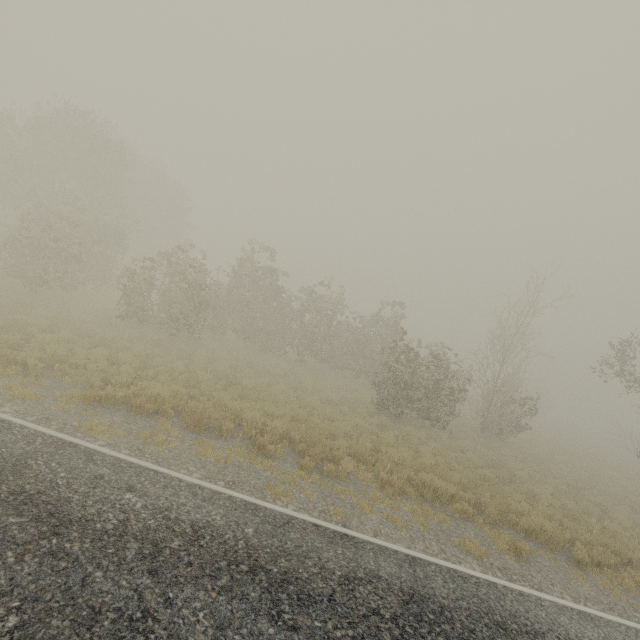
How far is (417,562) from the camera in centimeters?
575cm
